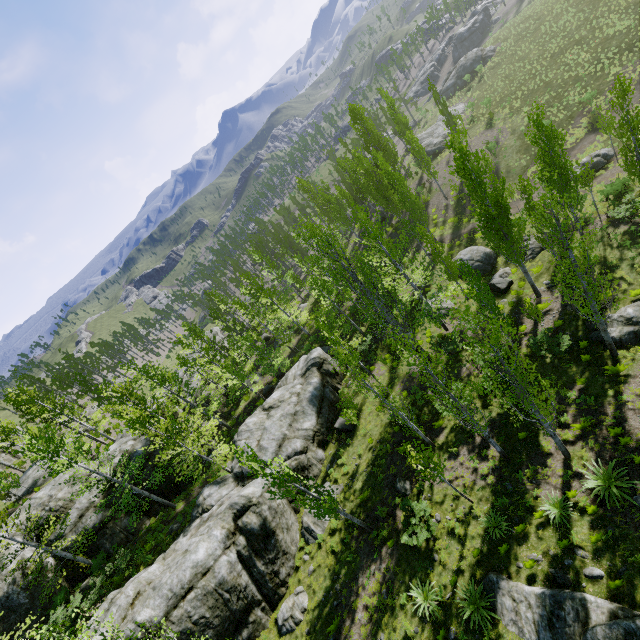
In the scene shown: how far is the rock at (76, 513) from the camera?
22.4 meters

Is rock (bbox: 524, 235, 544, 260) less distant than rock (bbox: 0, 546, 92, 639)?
No

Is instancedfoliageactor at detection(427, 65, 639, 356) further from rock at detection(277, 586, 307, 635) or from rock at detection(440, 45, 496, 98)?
rock at detection(440, 45, 496, 98)

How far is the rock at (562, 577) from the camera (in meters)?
11.25

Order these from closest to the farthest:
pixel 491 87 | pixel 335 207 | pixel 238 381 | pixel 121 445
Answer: pixel 121 445 → pixel 238 381 → pixel 335 207 → pixel 491 87

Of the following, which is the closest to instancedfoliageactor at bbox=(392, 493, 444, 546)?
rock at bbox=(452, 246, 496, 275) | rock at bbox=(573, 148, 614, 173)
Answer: A: rock at bbox=(452, 246, 496, 275)

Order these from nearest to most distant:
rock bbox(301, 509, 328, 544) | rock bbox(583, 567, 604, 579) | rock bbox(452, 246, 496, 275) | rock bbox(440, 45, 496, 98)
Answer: rock bbox(583, 567, 604, 579) → rock bbox(301, 509, 328, 544) → rock bbox(452, 246, 496, 275) → rock bbox(440, 45, 496, 98)

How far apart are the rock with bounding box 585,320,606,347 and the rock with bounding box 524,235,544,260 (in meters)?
8.84
